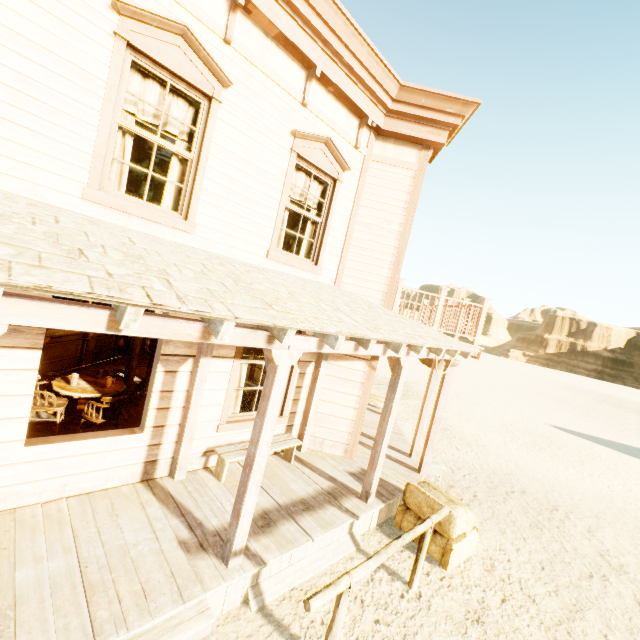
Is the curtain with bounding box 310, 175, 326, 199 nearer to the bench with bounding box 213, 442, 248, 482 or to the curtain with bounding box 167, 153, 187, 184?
the curtain with bounding box 167, 153, 187, 184

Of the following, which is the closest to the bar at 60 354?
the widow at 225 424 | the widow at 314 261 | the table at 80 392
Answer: the table at 80 392

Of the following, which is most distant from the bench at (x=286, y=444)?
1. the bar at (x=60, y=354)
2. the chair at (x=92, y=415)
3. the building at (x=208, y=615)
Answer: the bar at (x=60, y=354)

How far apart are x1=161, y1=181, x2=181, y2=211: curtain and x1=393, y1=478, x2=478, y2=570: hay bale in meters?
5.7

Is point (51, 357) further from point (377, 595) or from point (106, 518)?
Answer: point (377, 595)

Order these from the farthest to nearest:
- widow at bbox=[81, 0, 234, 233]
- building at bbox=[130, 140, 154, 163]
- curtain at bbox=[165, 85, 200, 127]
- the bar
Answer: building at bbox=[130, 140, 154, 163]
the bar
curtain at bbox=[165, 85, 200, 127]
widow at bbox=[81, 0, 234, 233]

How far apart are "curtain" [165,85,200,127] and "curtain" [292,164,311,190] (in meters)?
1.50

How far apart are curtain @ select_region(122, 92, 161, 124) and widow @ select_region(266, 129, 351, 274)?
1.4 meters
